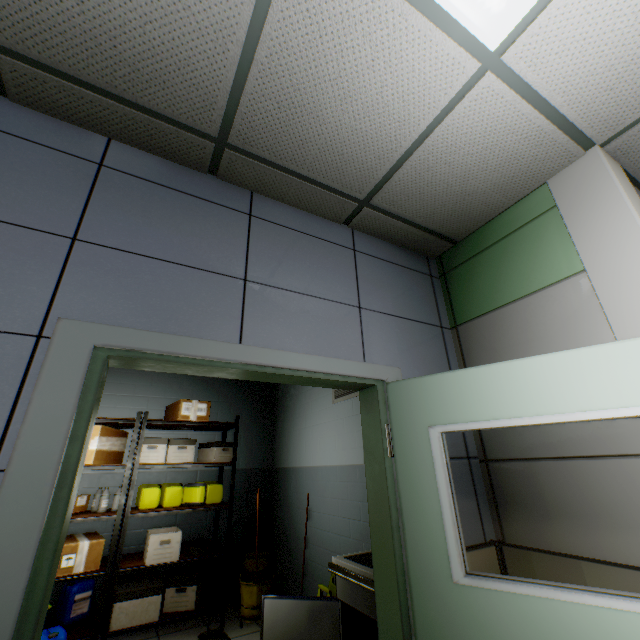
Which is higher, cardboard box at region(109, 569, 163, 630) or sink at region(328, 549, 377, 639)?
sink at region(328, 549, 377, 639)

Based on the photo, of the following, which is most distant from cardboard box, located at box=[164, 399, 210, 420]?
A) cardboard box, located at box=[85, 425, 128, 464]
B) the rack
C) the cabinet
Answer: the cabinet

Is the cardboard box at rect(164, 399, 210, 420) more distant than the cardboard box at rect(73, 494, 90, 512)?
Yes

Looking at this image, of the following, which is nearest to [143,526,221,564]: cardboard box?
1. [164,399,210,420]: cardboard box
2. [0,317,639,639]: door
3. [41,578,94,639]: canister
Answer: [41,578,94,639]: canister

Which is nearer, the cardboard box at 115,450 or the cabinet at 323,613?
the cabinet at 323,613

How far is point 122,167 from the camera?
1.75m

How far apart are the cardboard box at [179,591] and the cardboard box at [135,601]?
0.1m

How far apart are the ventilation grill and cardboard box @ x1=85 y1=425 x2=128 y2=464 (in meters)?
2.61
